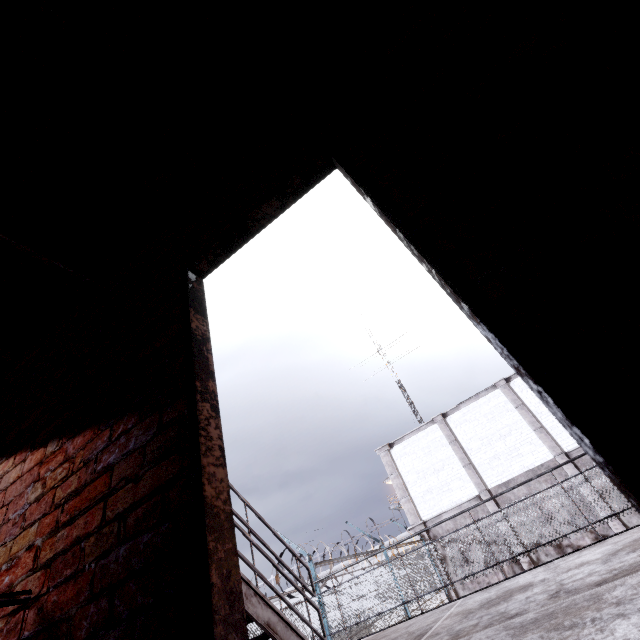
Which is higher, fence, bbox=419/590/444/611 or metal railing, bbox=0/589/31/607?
metal railing, bbox=0/589/31/607

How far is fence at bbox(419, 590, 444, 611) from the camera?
11.1m

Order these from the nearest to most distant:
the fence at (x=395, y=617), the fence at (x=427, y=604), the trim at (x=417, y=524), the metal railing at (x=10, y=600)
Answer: the metal railing at (x=10, y=600), the fence at (x=395, y=617), the fence at (x=427, y=604), the trim at (x=417, y=524)

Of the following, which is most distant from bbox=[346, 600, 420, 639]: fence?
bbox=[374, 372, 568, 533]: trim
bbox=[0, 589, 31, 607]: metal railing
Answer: bbox=[0, 589, 31, 607]: metal railing

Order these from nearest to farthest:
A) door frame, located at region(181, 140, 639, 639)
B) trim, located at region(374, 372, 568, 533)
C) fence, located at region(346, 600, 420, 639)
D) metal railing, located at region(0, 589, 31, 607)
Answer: door frame, located at region(181, 140, 639, 639) < metal railing, located at region(0, 589, 31, 607) < fence, located at region(346, 600, 420, 639) < trim, located at region(374, 372, 568, 533)

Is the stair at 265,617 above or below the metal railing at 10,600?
below

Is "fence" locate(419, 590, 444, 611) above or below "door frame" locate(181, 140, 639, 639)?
below

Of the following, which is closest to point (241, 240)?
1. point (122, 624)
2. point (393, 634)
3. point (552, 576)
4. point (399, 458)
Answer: point (122, 624)
